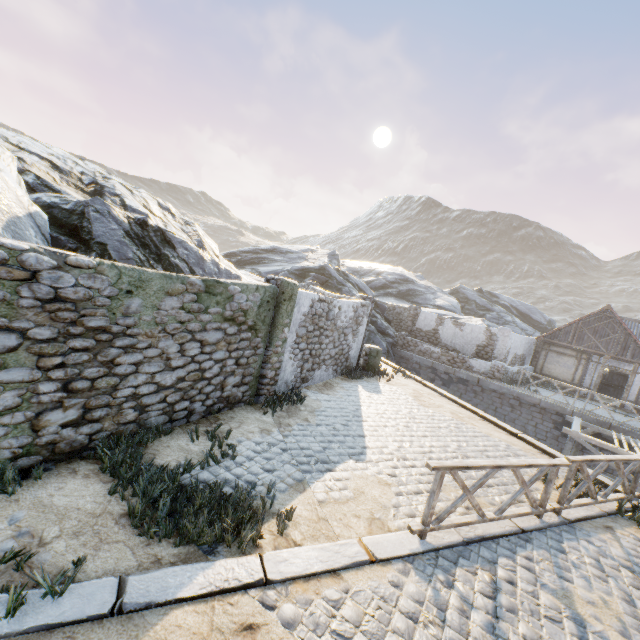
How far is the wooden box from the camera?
22.5m

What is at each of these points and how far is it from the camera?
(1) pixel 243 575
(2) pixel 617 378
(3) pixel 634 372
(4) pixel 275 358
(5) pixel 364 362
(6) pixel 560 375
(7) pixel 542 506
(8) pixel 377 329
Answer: (1) stone blocks, 3.5m
(2) wooden box, 22.7m
(3) building, 19.2m
(4) stone column, 8.2m
(5) stone column, 13.6m
(6) building, 21.5m
(7) wooden fence, 5.9m
(8) rock, 22.8m

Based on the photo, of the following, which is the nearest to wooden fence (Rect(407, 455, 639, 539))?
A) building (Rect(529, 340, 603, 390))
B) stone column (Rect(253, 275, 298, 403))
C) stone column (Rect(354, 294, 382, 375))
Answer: stone column (Rect(253, 275, 298, 403))

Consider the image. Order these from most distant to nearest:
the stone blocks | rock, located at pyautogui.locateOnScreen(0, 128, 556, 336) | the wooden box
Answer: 1. the wooden box
2. rock, located at pyautogui.locateOnScreen(0, 128, 556, 336)
3. the stone blocks

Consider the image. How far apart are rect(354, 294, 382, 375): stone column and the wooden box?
19.9 meters

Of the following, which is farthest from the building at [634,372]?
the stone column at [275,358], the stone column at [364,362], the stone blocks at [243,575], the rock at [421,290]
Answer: the stone column at [275,358]

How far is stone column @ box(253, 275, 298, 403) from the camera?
7.88m

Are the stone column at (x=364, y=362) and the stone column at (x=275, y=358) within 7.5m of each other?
yes
